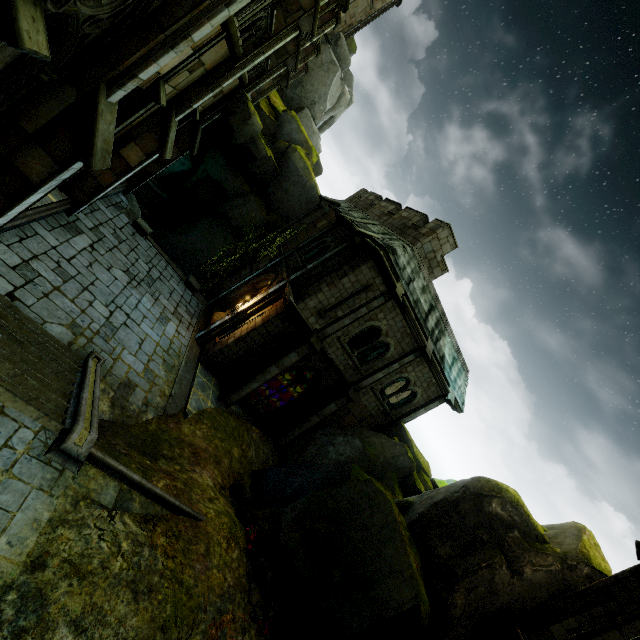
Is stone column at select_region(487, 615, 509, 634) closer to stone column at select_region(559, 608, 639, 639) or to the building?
stone column at select_region(559, 608, 639, 639)

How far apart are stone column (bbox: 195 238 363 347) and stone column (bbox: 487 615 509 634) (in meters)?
12.86

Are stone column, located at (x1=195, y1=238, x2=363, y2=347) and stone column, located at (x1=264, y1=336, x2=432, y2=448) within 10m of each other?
yes

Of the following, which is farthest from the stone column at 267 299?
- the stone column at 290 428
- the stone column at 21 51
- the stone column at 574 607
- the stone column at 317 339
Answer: the stone column at 574 607

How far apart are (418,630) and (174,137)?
16.8 meters

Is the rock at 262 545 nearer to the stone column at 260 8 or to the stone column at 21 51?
the stone column at 21 51

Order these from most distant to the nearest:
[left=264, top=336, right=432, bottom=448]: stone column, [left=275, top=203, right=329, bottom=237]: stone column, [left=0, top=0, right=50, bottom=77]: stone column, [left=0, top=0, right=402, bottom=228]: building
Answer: [left=275, top=203, right=329, bottom=237]: stone column
[left=264, top=336, right=432, bottom=448]: stone column
[left=0, top=0, right=402, bottom=228]: building
[left=0, top=0, right=50, bottom=77]: stone column

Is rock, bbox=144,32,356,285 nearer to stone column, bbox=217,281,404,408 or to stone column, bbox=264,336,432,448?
stone column, bbox=217,281,404,408
